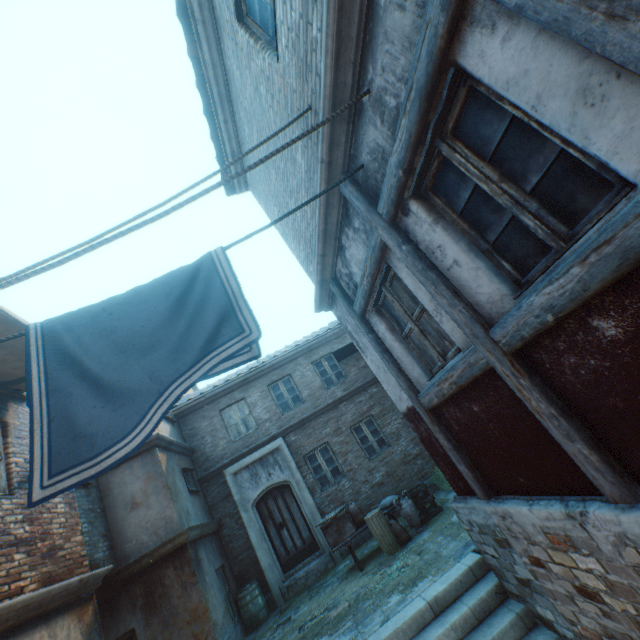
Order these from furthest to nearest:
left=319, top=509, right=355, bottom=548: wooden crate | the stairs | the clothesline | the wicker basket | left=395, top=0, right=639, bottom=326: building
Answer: left=319, top=509, right=355, bottom=548: wooden crate, the wicker basket, the stairs, the clothesline, left=395, top=0, right=639, bottom=326: building

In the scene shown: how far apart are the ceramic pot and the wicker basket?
0.36m

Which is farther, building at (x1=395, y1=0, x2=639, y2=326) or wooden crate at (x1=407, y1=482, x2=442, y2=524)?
wooden crate at (x1=407, y1=482, x2=442, y2=524)

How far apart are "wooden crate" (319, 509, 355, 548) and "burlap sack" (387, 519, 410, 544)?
0.88m

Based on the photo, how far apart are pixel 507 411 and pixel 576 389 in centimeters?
84cm

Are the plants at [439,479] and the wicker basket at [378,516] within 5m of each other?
yes

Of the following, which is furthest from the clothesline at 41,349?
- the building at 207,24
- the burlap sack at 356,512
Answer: the burlap sack at 356,512

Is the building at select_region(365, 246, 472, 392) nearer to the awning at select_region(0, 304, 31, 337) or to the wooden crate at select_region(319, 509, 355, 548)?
the awning at select_region(0, 304, 31, 337)
